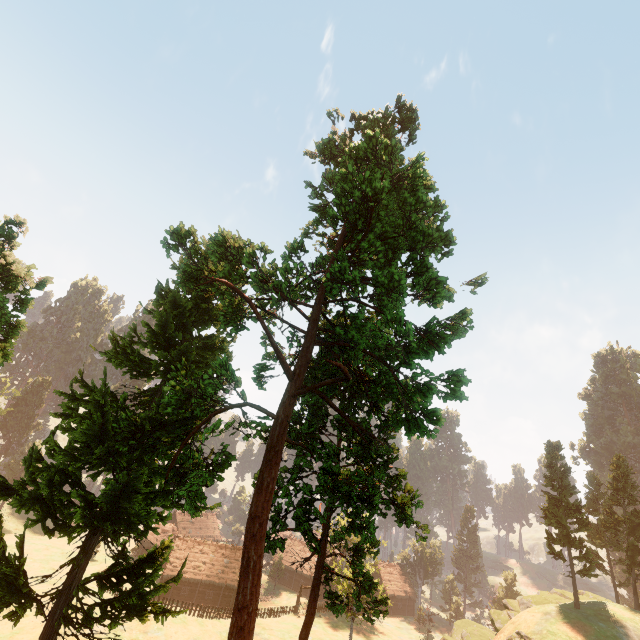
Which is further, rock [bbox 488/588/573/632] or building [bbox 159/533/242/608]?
building [bbox 159/533/242/608]

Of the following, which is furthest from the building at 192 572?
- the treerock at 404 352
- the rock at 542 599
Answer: the rock at 542 599

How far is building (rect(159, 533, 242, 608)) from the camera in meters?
52.2 m

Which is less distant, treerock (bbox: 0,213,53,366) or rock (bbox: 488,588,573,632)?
treerock (bbox: 0,213,53,366)

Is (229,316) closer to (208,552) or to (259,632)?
(259,632)

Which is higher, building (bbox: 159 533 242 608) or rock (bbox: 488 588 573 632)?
rock (bbox: 488 588 573 632)

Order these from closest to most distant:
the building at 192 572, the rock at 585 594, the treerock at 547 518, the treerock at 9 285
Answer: the treerock at 9 285 < the treerock at 547 518 < the rock at 585 594 < the building at 192 572

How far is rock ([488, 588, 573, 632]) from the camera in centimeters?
3506cm
